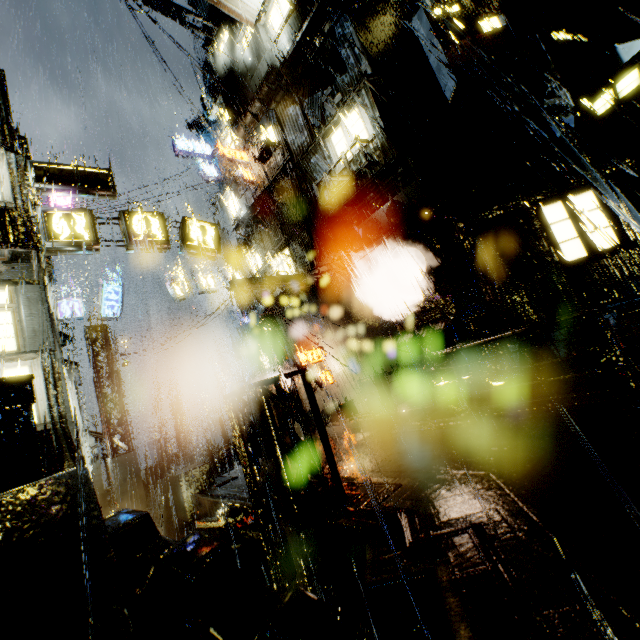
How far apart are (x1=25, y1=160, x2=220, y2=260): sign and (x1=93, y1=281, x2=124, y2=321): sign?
9.5 meters

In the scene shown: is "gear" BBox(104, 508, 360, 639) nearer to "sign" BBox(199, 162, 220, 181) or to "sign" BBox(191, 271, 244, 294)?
"sign" BBox(191, 271, 244, 294)

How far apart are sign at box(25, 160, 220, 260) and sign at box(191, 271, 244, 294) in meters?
9.6

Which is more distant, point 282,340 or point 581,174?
point 282,340

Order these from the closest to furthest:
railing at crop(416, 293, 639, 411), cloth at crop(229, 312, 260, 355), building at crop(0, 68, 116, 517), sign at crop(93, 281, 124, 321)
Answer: Answer: railing at crop(416, 293, 639, 411) < building at crop(0, 68, 116, 517) < sign at crop(93, 281, 124, 321) < cloth at crop(229, 312, 260, 355)

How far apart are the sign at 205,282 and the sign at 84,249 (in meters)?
9.57

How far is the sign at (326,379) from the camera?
17.2m

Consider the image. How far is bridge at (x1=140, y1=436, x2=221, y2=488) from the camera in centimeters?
2034cm
